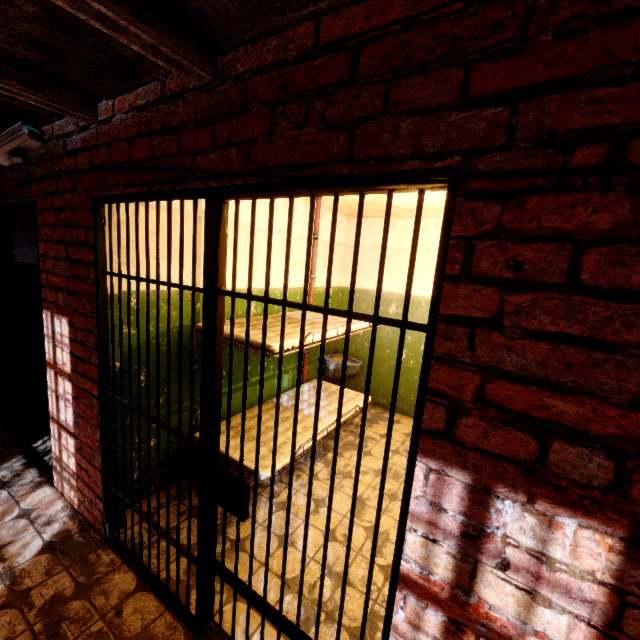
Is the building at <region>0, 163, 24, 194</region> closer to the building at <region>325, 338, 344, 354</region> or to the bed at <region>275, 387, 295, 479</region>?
the building at <region>325, 338, 344, 354</region>

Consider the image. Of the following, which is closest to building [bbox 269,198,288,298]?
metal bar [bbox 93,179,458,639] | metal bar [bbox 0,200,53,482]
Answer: metal bar [bbox 93,179,458,639]

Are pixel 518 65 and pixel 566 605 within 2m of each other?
yes

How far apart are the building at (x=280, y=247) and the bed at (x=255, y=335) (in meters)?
0.07

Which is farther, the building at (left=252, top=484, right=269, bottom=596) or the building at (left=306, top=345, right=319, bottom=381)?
the building at (left=306, top=345, right=319, bottom=381)
